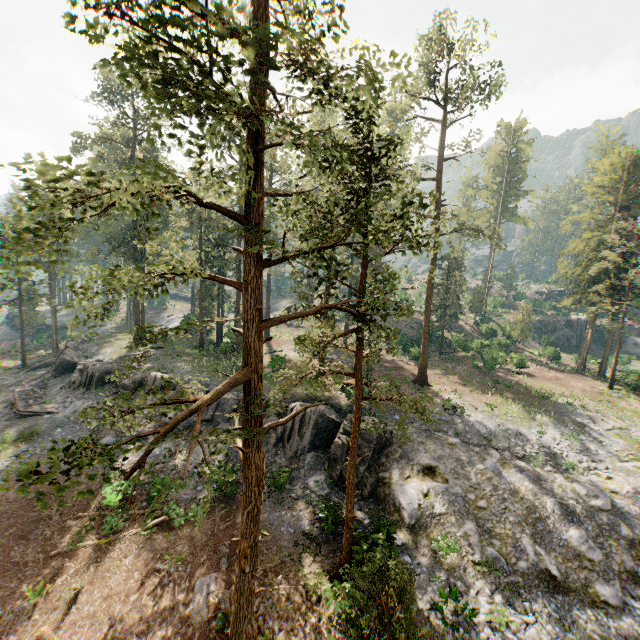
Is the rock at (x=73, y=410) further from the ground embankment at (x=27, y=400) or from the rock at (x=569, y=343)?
the rock at (x=569, y=343)

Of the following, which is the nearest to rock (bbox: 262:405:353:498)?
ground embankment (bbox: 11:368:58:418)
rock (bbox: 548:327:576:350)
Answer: ground embankment (bbox: 11:368:58:418)

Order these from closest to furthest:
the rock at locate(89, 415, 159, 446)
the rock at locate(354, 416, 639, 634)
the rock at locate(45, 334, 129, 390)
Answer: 1. the rock at locate(354, 416, 639, 634)
2. the rock at locate(89, 415, 159, 446)
3. the rock at locate(45, 334, 129, 390)

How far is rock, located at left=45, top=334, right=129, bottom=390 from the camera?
30.3m

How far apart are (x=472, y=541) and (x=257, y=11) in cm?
2499

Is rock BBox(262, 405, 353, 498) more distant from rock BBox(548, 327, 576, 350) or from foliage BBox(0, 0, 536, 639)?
rock BBox(548, 327, 576, 350)

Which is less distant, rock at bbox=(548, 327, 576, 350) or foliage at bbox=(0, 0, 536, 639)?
foliage at bbox=(0, 0, 536, 639)

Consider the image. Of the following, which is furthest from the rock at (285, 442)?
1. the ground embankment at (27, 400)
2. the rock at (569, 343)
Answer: the rock at (569, 343)
